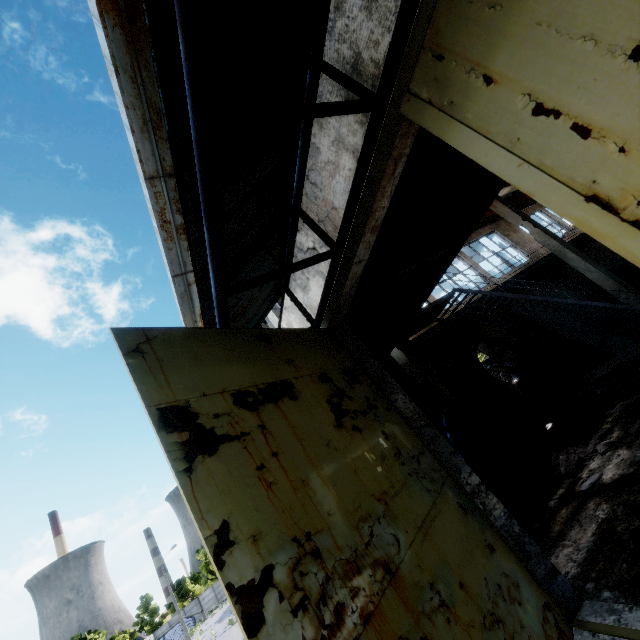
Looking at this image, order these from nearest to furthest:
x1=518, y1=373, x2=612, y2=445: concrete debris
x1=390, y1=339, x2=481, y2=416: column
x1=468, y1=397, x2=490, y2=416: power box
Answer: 1. x1=390, y1=339, x2=481, y2=416: column
2. x1=518, y1=373, x2=612, y2=445: concrete debris
3. x1=468, y1=397, x2=490, y2=416: power box

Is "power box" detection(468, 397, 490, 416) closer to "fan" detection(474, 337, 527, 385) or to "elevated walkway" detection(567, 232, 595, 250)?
"fan" detection(474, 337, 527, 385)

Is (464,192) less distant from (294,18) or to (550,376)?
(294,18)

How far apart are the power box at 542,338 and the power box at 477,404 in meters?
3.8 m

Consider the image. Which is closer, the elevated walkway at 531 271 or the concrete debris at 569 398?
the concrete debris at 569 398

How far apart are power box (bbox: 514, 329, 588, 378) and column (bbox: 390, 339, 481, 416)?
7.36m

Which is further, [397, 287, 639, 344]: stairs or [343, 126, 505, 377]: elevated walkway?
[397, 287, 639, 344]: stairs

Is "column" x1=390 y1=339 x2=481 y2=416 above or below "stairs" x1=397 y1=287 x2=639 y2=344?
below
